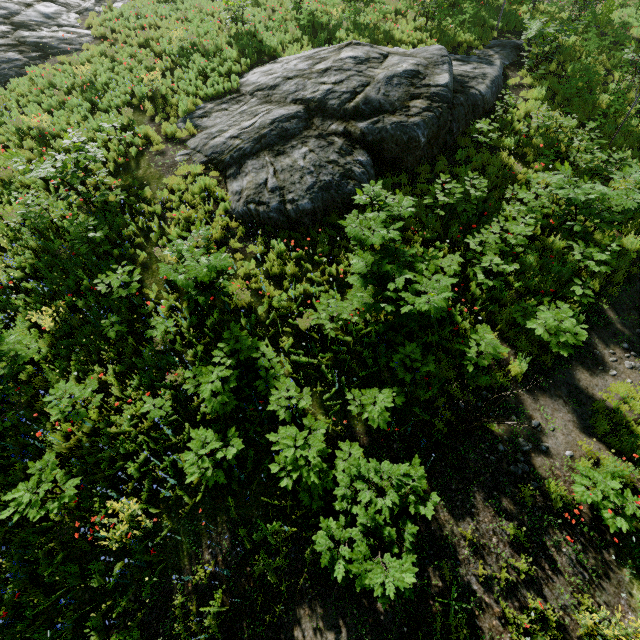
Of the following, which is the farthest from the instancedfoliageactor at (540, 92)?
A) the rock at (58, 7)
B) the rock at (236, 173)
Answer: the rock at (236, 173)

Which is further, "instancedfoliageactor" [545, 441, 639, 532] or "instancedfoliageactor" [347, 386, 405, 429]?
"instancedfoliageactor" [347, 386, 405, 429]

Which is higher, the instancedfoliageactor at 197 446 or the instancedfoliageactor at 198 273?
the instancedfoliageactor at 198 273

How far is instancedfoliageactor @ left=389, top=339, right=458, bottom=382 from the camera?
6.4 meters

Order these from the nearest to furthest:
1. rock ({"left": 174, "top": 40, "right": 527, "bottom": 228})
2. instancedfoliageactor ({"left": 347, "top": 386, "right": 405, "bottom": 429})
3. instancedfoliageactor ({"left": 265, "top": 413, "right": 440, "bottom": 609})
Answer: instancedfoliageactor ({"left": 265, "top": 413, "right": 440, "bottom": 609}) → instancedfoliageactor ({"left": 347, "top": 386, "right": 405, "bottom": 429}) → rock ({"left": 174, "top": 40, "right": 527, "bottom": 228})

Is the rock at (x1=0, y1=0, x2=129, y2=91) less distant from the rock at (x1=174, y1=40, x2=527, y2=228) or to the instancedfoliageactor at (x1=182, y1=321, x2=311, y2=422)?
the instancedfoliageactor at (x1=182, y1=321, x2=311, y2=422)

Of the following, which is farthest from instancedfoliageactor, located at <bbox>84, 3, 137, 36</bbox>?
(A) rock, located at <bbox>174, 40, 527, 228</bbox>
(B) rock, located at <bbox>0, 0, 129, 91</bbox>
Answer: (A) rock, located at <bbox>174, 40, 527, 228</bbox>

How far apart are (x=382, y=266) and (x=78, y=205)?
9.3 meters
